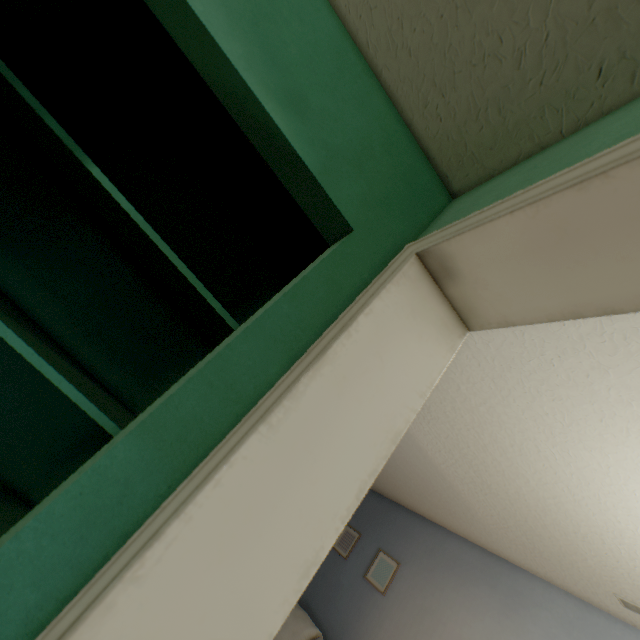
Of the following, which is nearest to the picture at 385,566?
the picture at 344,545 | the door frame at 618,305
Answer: the picture at 344,545

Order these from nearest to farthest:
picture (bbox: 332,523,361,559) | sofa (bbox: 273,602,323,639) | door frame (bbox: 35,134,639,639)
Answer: door frame (bbox: 35,134,639,639), sofa (bbox: 273,602,323,639), picture (bbox: 332,523,361,559)

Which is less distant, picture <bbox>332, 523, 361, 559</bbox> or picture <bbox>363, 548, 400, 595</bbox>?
picture <bbox>363, 548, 400, 595</bbox>

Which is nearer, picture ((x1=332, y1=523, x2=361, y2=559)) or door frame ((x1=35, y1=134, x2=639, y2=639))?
door frame ((x1=35, y1=134, x2=639, y2=639))

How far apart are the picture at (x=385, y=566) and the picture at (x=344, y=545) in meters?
0.4

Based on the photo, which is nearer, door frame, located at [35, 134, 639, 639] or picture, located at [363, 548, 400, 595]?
door frame, located at [35, 134, 639, 639]

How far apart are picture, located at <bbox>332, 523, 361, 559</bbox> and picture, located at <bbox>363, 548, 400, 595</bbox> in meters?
0.4

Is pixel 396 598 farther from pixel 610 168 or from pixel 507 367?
pixel 610 168
